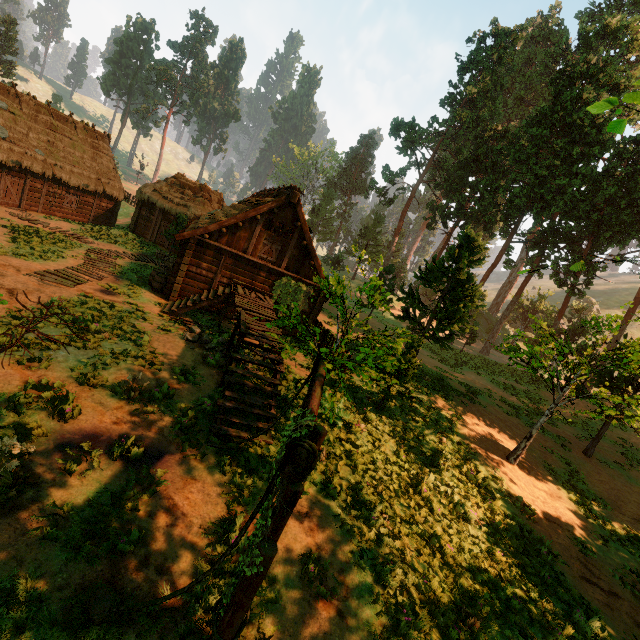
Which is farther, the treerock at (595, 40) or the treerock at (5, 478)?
the treerock at (595, 40)

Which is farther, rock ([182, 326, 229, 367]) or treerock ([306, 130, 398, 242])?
treerock ([306, 130, 398, 242])

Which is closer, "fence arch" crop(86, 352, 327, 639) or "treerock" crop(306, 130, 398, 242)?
"fence arch" crop(86, 352, 327, 639)

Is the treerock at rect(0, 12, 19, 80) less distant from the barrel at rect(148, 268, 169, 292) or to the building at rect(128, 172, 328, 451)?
the building at rect(128, 172, 328, 451)

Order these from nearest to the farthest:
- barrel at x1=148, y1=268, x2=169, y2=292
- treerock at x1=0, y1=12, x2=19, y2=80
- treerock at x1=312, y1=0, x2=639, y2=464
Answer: treerock at x1=312, y1=0, x2=639, y2=464 < barrel at x1=148, y1=268, x2=169, y2=292 < treerock at x1=0, y1=12, x2=19, y2=80

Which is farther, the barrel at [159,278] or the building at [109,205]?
the building at [109,205]

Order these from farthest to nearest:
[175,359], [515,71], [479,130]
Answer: [515,71] → [479,130] → [175,359]

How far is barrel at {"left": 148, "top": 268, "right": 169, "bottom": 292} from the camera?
17.1 meters
